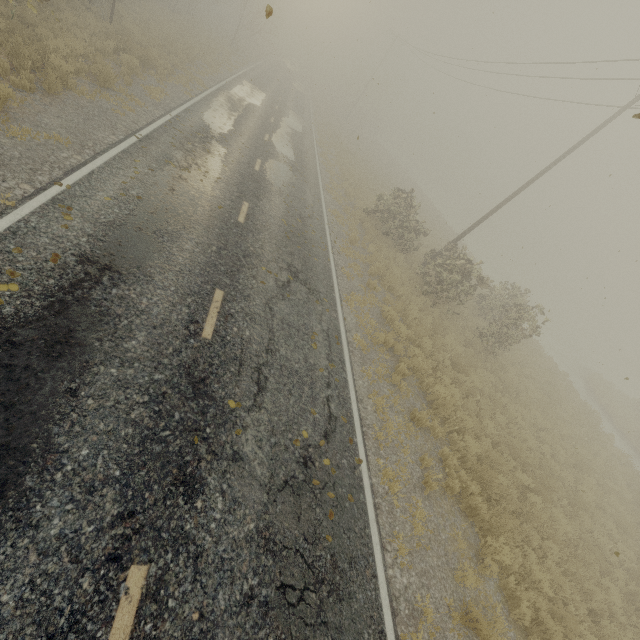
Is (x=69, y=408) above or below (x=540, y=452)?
above

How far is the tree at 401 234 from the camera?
14.6 meters

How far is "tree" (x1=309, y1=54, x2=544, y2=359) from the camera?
14.6m
